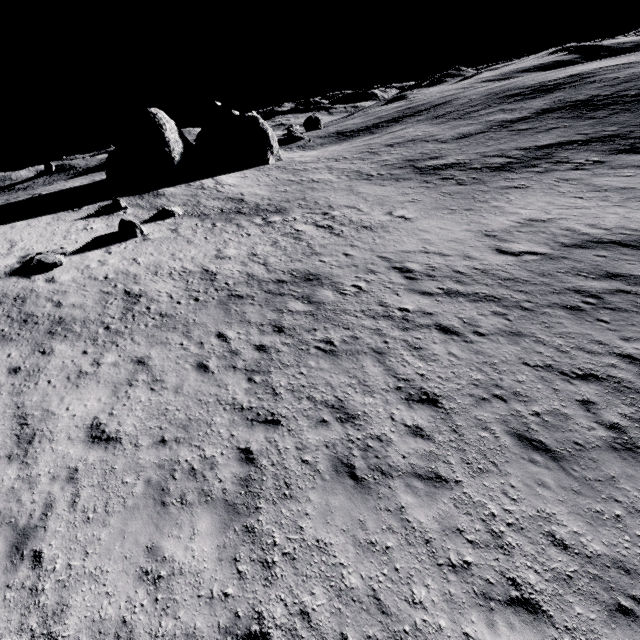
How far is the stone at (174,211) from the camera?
25.0 meters

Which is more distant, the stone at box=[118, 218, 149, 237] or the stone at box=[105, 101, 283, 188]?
the stone at box=[105, 101, 283, 188]

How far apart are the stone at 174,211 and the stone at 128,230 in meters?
2.9

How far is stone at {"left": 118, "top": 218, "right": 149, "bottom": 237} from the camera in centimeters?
2108cm

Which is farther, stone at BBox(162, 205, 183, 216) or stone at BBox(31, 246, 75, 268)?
stone at BBox(162, 205, 183, 216)

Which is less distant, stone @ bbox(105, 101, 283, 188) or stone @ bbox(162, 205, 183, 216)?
stone @ bbox(162, 205, 183, 216)

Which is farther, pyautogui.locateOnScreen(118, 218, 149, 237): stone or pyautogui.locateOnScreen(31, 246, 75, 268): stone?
pyautogui.locateOnScreen(118, 218, 149, 237): stone

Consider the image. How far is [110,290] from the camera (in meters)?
15.52
